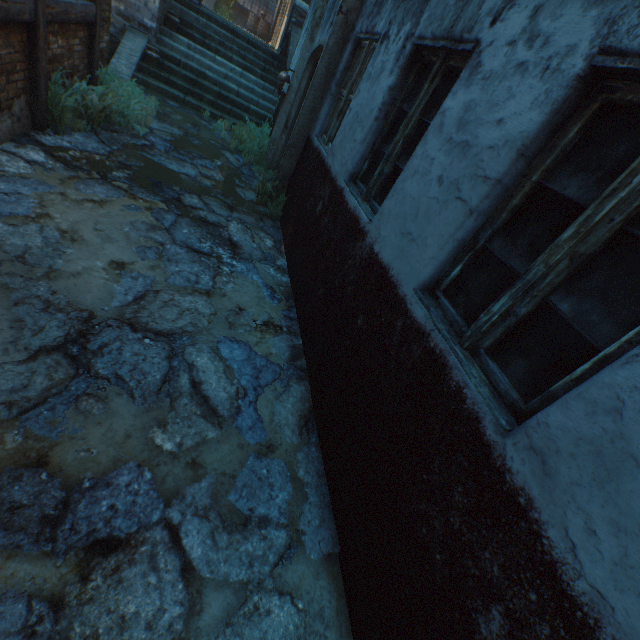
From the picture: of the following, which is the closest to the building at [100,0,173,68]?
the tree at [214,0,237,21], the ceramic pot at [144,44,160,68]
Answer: the tree at [214,0,237,21]

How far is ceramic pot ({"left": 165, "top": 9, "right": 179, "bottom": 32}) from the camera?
8.73m

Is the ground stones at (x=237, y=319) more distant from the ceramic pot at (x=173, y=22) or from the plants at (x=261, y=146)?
the ceramic pot at (x=173, y=22)

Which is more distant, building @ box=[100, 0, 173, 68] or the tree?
the tree

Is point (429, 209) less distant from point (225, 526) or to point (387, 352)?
point (387, 352)

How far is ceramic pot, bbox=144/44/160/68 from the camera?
8.0 meters

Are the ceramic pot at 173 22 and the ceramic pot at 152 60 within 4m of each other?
yes

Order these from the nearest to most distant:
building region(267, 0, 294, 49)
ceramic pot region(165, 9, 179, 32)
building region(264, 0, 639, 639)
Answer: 1. building region(264, 0, 639, 639)
2. ceramic pot region(165, 9, 179, 32)
3. building region(267, 0, 294, 49)
